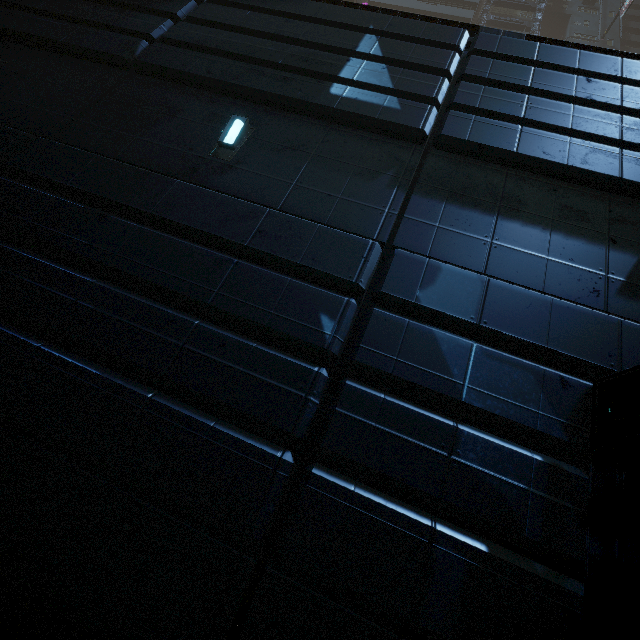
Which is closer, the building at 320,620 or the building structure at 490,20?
the building at 320,620

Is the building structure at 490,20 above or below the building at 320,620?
above

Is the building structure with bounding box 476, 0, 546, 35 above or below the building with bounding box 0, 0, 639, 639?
above

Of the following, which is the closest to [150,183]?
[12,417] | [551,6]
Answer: [12,417]

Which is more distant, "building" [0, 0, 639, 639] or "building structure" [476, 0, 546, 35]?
"building structure" [476, 0, 546, 35]
